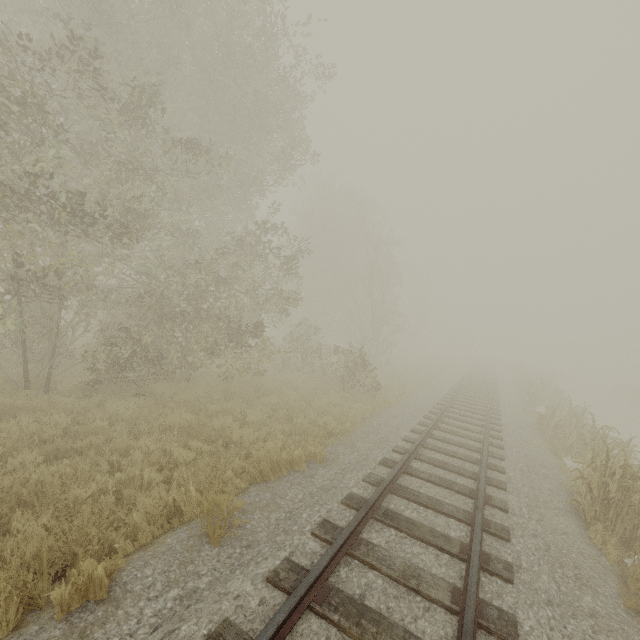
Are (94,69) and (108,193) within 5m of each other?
yes
